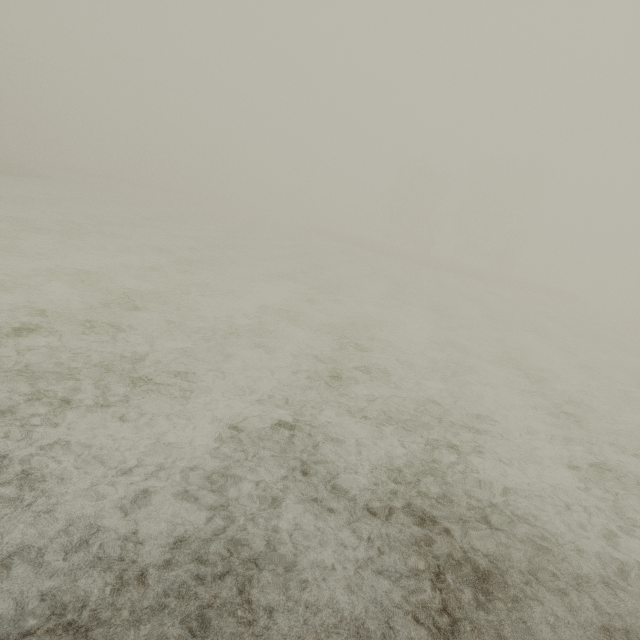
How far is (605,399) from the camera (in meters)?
8.61
